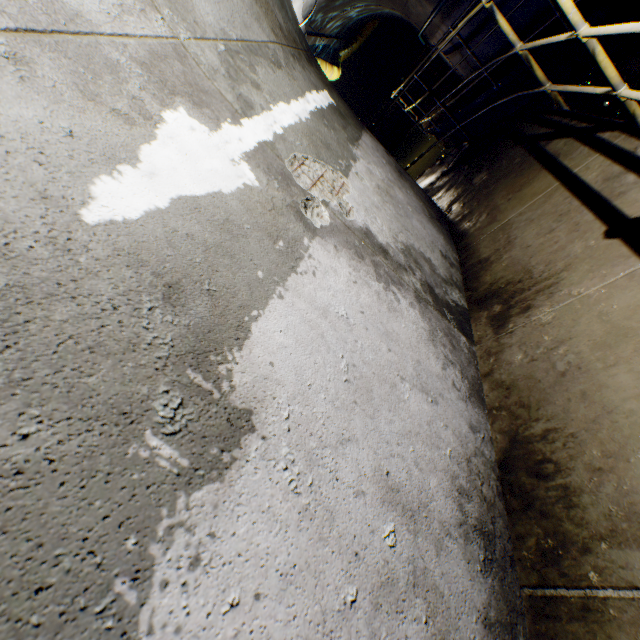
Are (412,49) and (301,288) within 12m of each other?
no

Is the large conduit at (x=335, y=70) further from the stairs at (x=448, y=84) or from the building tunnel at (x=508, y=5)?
the stairs at (x=448, y=84)

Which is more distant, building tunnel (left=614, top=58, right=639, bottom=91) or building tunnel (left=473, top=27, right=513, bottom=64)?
building tunnel (left=473, top=27, right=513, bottom=64)

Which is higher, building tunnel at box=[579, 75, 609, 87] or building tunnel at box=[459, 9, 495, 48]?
building tunnel at box=[459, 9, 495, 48]

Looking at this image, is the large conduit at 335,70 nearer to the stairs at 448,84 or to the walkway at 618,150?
the walkway at 618,150

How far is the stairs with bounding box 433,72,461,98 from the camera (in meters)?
12.24

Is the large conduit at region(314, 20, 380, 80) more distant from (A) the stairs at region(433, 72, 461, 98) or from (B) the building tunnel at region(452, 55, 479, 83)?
(A) the stairs at region(433, 72, 461, 98)
